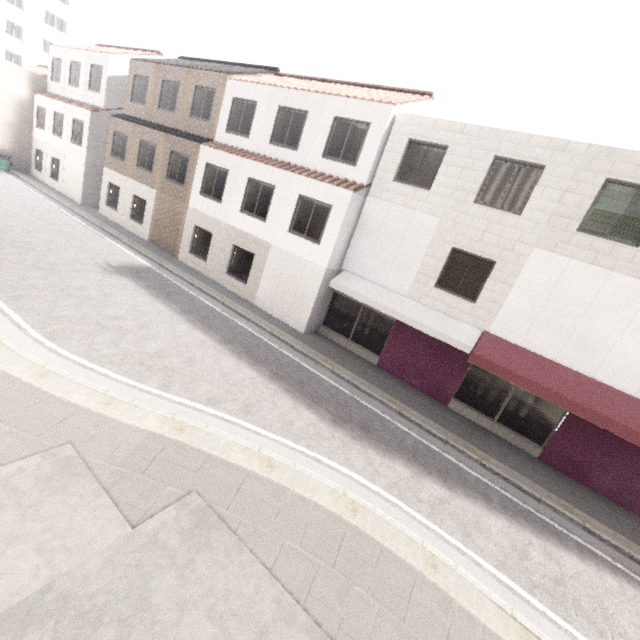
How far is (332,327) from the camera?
13.98m

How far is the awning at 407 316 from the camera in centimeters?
1059cm

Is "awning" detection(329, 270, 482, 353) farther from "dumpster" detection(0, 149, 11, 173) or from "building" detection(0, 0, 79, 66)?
"building" detection(0, 0, 79, 66)

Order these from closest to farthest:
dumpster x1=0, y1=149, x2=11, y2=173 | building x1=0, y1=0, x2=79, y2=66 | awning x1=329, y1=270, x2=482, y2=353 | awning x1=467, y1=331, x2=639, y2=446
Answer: awning x1=467, y1=331, x2=639, y2=446, awning x1=329, y1=270, x2=482, y2=353, dumpster x1=0, y1=149, x2=11, y2=173, building x1=0, y1=0, x2=79, y2=66

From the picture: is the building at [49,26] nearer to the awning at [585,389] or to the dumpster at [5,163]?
the dumpster at [5,163]

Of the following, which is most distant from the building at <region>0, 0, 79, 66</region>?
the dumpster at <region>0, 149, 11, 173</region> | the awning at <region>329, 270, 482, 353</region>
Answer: the awning at <region>329, 270, 482, 353</region>

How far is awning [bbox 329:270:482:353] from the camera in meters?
10.6

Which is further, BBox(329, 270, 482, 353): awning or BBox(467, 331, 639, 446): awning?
BBox(329, 270, 482, 353): awning
